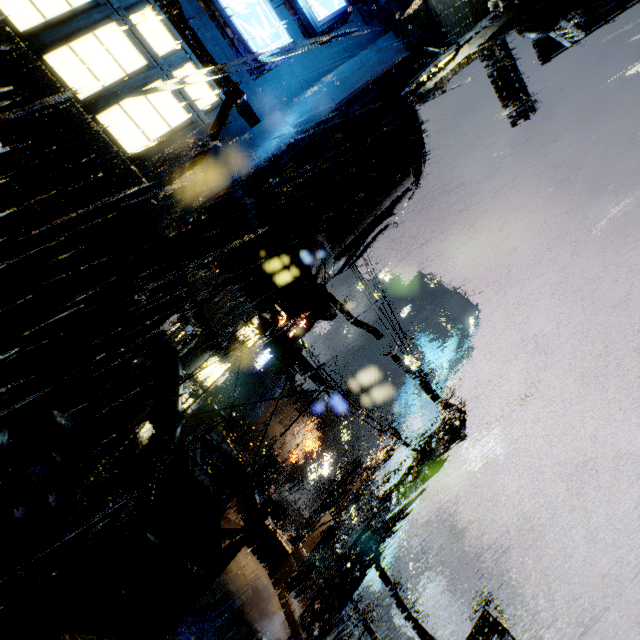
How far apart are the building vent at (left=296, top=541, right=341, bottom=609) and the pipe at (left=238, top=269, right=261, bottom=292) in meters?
22.1 m

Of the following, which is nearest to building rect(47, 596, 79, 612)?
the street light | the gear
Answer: the street light

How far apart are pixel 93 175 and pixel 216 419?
9.9m

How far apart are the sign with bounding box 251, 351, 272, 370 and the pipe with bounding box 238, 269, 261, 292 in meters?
28.0 m

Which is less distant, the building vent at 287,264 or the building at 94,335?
the building at 94,335

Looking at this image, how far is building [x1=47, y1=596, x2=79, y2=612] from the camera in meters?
5.6 m

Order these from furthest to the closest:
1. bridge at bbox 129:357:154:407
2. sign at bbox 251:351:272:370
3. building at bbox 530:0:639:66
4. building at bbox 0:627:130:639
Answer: sign at bbox 251:351:272:370, building at bbox 530:0:639:66, bridge at bbox 129:357:154:407, building at bbox 0:627:130:639

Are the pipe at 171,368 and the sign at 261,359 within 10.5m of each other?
no
